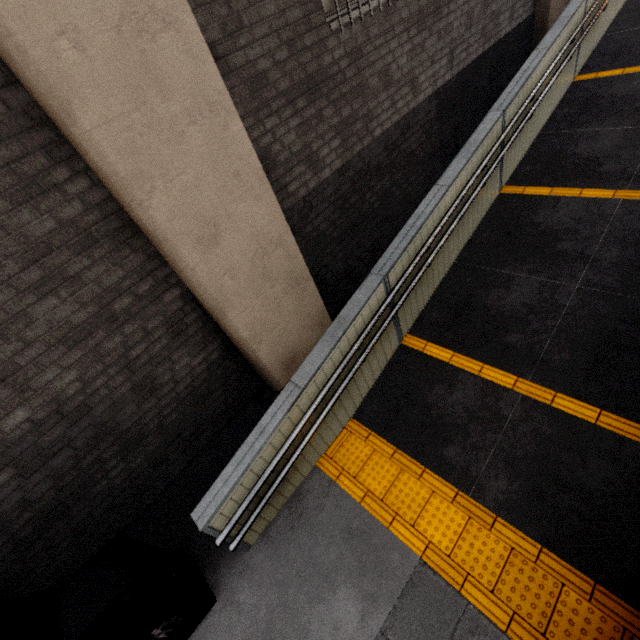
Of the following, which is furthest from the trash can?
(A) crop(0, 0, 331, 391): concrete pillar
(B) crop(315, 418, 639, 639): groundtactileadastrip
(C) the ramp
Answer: (A) crop(0, 0, 331, 391): concrete pillar

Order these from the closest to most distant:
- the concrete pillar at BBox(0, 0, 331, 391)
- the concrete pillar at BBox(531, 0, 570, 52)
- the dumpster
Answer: the concrete pillar at BBox(0, 0, 331, 391) < the dumpster < the concrete pillar at BBox(531, 0, 570, 52)

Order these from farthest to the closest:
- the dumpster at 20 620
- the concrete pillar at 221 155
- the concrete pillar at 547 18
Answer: the concrete pillar at 547 18, the dumpster at 20 620, the concrete pillar at 221 155

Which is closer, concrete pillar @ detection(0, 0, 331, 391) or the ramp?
concrete pillar @ detection(0, 0, 331, 391)

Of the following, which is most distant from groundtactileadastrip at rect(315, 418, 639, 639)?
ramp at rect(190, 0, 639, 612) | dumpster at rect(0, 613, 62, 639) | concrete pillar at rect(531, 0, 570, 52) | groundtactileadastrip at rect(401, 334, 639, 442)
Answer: concrete pillar at rect(531, 0, 570, 52)

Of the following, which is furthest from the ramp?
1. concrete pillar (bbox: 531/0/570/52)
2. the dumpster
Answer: the dumpster

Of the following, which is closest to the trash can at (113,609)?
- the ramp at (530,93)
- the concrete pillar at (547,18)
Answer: the ramp at (530,93)

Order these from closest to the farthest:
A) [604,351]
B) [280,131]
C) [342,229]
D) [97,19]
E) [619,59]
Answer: [97,19] → [604,351] → [280,131] → [342,229] → [619,59]
